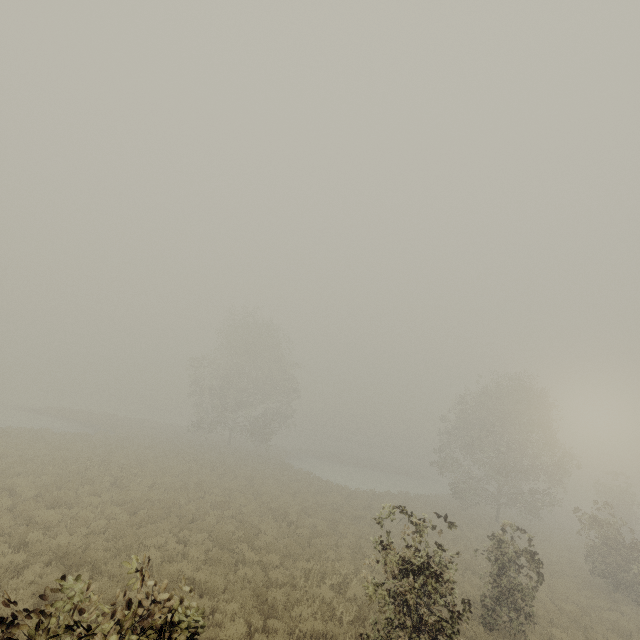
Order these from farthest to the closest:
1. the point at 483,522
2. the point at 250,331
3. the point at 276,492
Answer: the point at 250,331 → the point at 483,522 → the point at 276,492

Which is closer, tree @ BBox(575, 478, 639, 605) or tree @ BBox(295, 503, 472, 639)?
tree @ BBox(295, 503, 472, 639)

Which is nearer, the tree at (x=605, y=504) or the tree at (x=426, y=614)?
the tree at (x=426, y=614)
